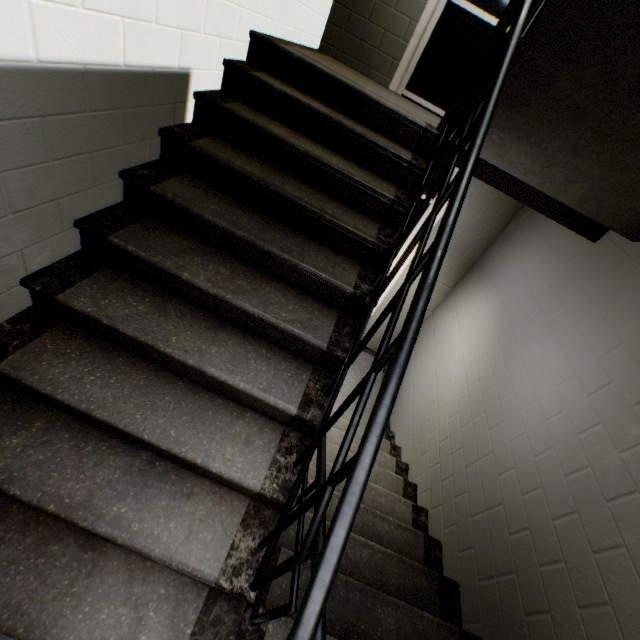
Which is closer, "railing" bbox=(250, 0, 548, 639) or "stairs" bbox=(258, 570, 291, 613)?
"railing" bbox=(250, 0, 548, 639)

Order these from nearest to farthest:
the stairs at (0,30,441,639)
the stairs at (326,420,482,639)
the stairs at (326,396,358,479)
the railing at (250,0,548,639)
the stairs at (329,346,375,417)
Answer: the railing at (250,0,548,639), the stairs at (0,30,441,639), the stairs at (326,420,482,639), the stairs at (326,396,358,479), the stairs at (329,346,375,417)

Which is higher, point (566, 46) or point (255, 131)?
point (566, 46)

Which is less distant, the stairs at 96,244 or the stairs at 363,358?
the stairs at 96,244

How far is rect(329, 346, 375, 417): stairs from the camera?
4.6m

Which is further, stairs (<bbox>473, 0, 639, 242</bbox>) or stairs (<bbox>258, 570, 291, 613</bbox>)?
stairs (<bbox>258, 570, 291, 613</bbox>)

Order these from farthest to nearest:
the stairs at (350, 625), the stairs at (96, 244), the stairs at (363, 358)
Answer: the stairs at (363, 358), the stairs at (350, 625), the stairs at (96, 244)
